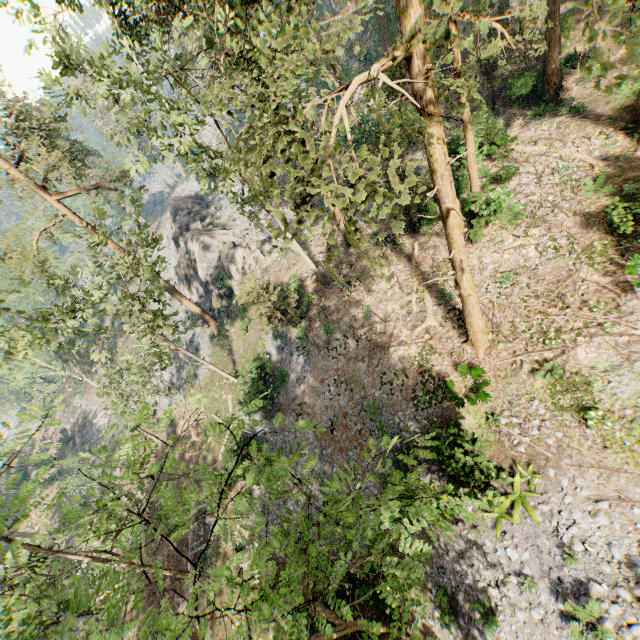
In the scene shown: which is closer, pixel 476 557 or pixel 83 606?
pixel 83 606

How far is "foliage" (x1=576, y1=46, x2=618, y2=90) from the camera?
4.8 meters

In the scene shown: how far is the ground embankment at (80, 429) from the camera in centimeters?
4525cm

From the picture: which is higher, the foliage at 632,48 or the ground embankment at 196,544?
the foliage at 632,48

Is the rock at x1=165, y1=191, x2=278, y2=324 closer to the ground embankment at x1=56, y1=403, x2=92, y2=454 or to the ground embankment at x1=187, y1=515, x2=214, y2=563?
the ground embankment at x1=187, y1=515, x2=214, y2=563

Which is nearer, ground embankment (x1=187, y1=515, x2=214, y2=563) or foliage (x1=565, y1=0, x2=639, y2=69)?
foliage (x1=565, y1=0, x2=639, y2=69)

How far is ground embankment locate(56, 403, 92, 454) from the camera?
→ 45.2m

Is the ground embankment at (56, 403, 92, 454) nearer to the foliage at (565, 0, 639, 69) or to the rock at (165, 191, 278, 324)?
the foliage at (565, 0, 639, 69)
